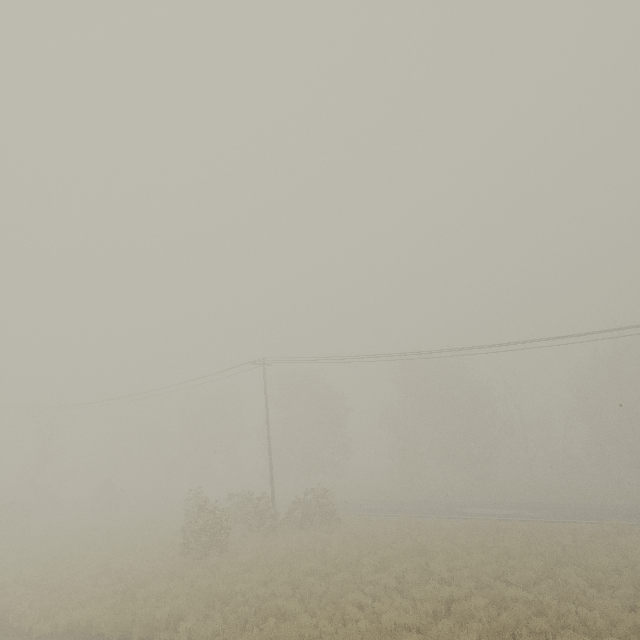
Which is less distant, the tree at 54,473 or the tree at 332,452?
the tree at 332,452

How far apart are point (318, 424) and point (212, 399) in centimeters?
1985cm

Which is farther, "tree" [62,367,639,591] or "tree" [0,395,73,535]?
"tree" [0,395,73,535]
